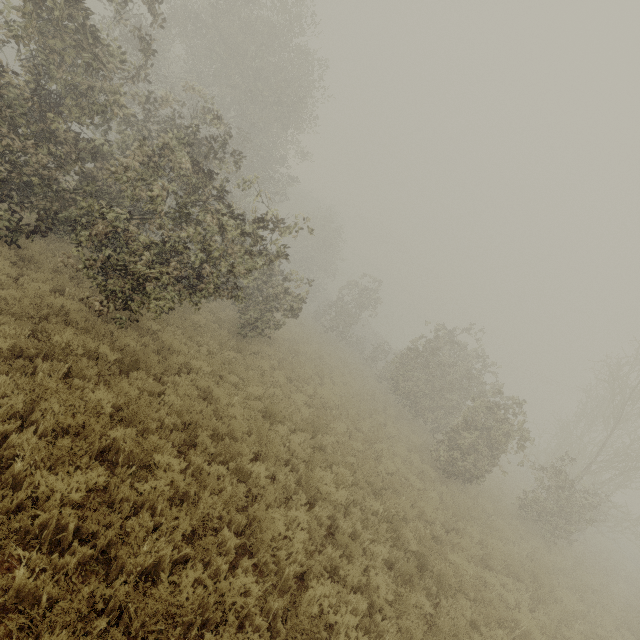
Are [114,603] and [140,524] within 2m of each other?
yes
